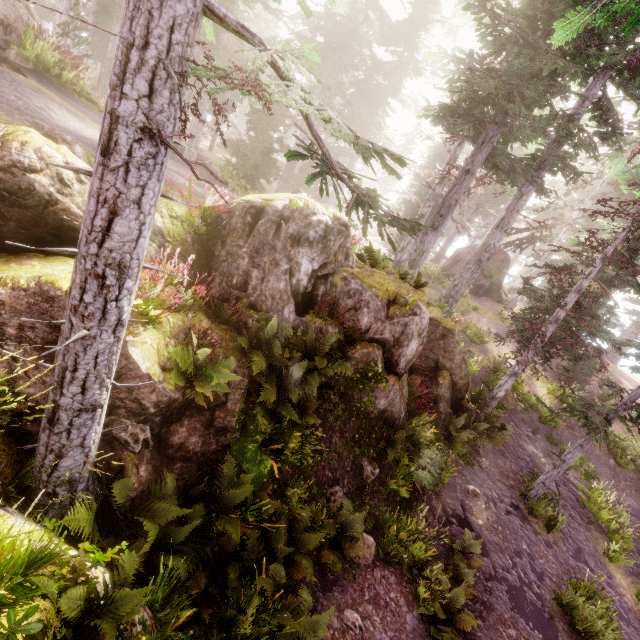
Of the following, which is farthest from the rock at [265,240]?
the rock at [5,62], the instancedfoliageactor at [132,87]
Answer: the rock at [5,62]

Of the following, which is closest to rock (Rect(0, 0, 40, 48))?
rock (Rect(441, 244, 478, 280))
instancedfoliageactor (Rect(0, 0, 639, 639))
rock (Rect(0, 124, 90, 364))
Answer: instancedfoliageactor (Rect(0, 0, 639, 639))

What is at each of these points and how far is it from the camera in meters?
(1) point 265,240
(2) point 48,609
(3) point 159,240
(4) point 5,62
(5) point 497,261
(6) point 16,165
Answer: (1) rock, 7.8 m
(2) rock, 2.9 m
(3) rock, 7.0 m
(4) rock, 7.8 m
(5) rock, 28.3 m
(6) rock, 4.3 m

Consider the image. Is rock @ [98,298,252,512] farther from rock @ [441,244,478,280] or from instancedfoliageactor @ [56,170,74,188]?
rock @ [441,244,478,280]

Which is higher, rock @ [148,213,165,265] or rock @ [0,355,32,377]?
rock @ [148,213,165,265]

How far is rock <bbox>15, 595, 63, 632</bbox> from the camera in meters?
2.8

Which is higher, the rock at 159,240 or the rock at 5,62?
the rock at 5,62
